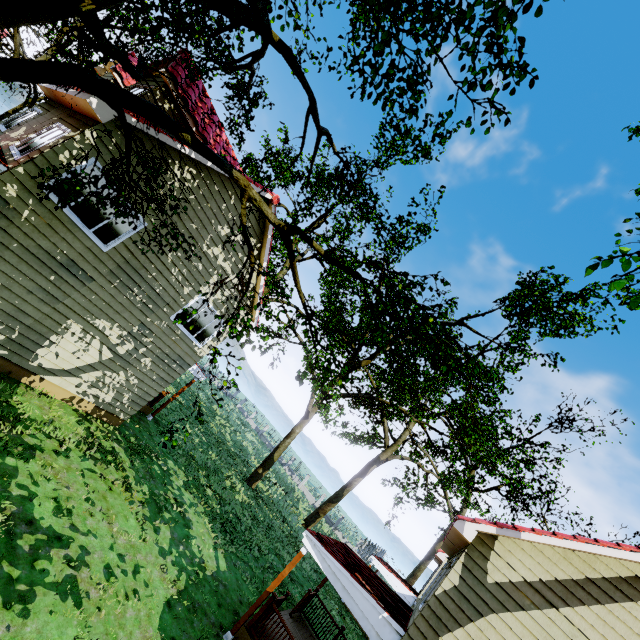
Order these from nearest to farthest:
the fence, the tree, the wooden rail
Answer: the tree, the wooden rail, the fence

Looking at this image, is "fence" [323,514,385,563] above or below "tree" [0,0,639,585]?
below

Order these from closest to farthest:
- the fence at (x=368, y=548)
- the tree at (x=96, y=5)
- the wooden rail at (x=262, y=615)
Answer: the tree at (x=96, y=5), the wooden rail at (x=262, y=615), the fence at (x=368, y=548)

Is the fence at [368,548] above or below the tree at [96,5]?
below

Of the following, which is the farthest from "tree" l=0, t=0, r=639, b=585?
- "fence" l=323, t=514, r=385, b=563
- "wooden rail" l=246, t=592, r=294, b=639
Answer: "wooden rail" l=246, t=592, r=294, b=639

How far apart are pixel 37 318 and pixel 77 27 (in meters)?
7.09

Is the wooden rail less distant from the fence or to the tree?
the tree

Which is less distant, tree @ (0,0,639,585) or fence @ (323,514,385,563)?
tree @ (0,0,639,585)
